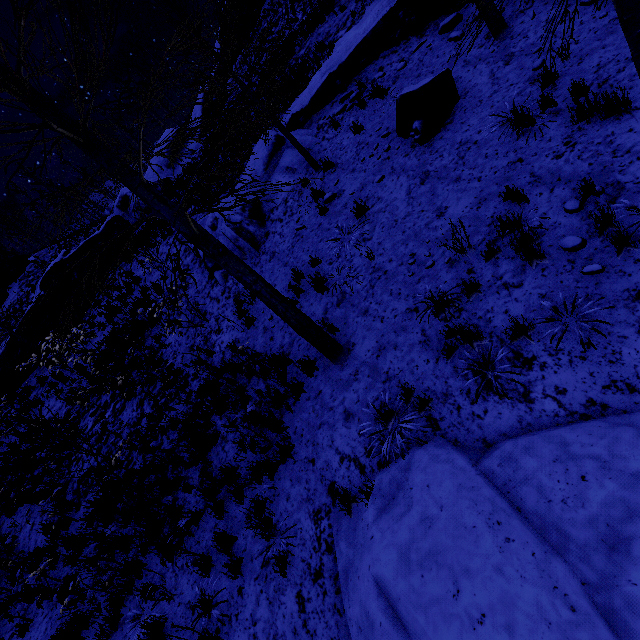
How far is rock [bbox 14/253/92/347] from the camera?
15.2m

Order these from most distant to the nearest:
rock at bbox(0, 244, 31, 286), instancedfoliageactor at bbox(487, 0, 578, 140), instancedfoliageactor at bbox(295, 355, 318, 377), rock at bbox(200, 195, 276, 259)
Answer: rock at bbox(0, 244, 31, 286) < rock at bbox(200, 195, 276, 259) < instancedfoliageactor at bbox(295, 355, 318, 377) < instancedfoliageactor at bbox(487, 0, 578, 140)

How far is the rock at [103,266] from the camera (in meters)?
17.38

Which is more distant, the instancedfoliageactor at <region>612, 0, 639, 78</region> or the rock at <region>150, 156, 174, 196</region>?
the rock at <region>150, 156, 174, 196</region>

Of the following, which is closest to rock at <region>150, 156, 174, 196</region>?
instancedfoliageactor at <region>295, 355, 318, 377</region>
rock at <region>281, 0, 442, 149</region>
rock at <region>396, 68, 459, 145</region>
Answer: rock at <region>281, 0, 442, 149</region>

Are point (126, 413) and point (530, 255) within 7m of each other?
no

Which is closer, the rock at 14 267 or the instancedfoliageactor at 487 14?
the instancedfoliageactor at 487 14

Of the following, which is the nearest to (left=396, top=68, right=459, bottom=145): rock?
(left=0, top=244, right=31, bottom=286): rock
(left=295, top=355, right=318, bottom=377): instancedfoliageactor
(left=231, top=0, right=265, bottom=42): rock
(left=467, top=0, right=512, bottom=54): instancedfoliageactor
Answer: (left=467, top=0, right=512, bottom=54): instancedfoliageactor
